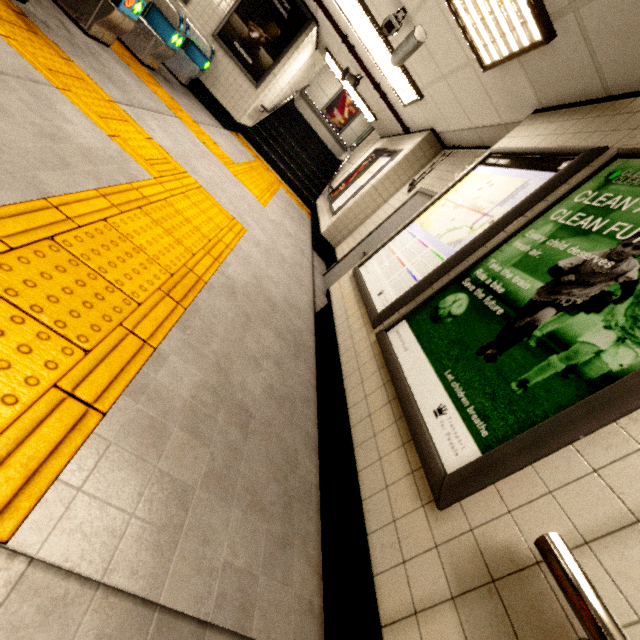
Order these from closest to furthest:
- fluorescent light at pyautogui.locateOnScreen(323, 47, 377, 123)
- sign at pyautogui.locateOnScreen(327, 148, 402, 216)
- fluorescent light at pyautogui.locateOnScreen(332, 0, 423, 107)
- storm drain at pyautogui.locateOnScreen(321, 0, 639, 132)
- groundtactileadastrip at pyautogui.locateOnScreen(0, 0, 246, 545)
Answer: groundtactileadastrip at pyautogui.locateOnScreen(0, 0, 246, 545) → storm drain at pyautogui.locateOnScreen(321, 0, 639, 132) → fluorescent light at pyautogui.locateOnScreen(332, 0, 423, 107) → sign at pyautogui.locateOnScreen(327, 148, 402, 216) → fluorescent light at pyautogui.locateOnScreen(323, 47, 377, 123)

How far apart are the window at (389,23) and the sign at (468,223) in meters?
2.0

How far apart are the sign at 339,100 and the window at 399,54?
12.1 meters

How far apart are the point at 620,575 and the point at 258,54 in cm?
921

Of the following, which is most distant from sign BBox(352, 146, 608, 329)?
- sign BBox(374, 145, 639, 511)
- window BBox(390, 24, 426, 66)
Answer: window BBox(390, 24, 426, 66)

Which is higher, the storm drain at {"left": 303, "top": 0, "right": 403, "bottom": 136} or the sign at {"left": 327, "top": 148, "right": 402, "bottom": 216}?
the storm drain at {"left": 303, "top": 0, "right": 403, "bottom": 136}

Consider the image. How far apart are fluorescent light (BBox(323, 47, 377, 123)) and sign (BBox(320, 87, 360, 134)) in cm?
643

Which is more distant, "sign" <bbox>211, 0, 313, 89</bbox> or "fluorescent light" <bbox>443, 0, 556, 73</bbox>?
"sign" <bbox>211, 0, 313, 89</bbox>
